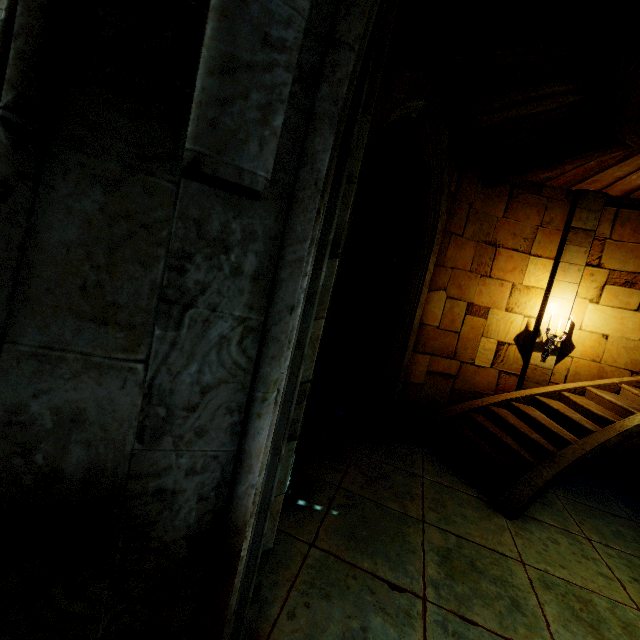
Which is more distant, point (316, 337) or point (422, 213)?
point (422, 213)

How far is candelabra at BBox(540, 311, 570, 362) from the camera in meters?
6.5

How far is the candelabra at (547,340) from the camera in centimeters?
655cm
